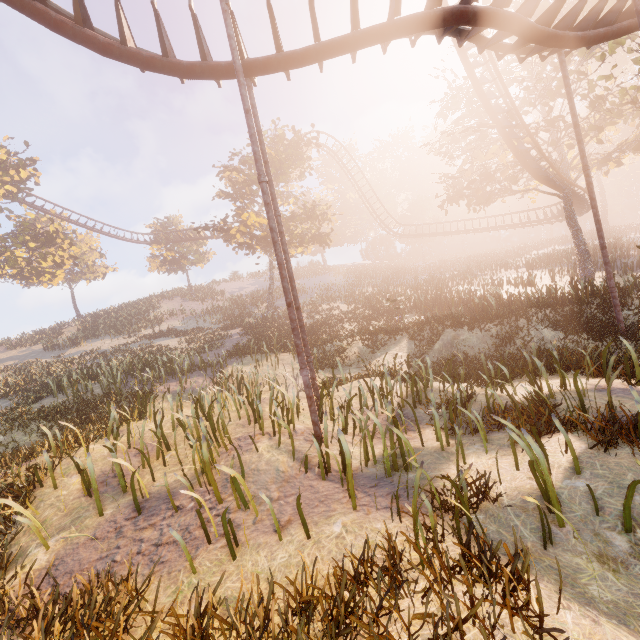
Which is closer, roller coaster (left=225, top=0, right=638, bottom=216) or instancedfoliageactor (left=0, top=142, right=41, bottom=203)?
roller coaster (left=225, top=0, right=638, bottom=216)

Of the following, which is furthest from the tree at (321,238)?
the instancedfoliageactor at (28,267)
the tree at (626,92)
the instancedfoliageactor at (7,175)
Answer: the instancedfoliageactor at (7,175)

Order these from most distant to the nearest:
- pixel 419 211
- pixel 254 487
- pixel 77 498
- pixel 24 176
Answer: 1. pixel 419 211
2. pixel 24 176
3. pixel 77 498
4. pixel 254 487

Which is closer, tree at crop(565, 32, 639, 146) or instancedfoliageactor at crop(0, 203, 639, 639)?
instancedfoliageactor at crop(0, 203, 639, 639)

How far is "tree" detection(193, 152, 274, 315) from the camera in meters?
24.5

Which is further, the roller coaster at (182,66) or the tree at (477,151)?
the tree at (477,151)

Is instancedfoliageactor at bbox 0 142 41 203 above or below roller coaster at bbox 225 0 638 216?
above

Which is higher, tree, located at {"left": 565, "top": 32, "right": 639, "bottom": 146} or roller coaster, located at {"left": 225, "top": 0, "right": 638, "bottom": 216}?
tree, located at {"left": 565, "top": 32, "right": 639, "bottom": 146}
